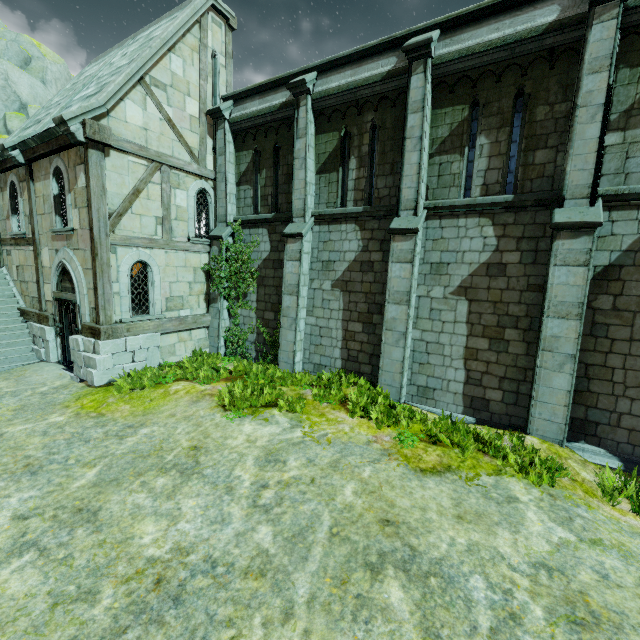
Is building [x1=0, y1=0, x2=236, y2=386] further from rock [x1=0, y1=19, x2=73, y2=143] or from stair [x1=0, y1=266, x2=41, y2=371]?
rock [x1=0, y1=19, x2=73, y2=143]

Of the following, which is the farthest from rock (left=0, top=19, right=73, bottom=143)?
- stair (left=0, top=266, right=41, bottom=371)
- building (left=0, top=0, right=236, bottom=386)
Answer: building (left=0, top=0, right=236, bottom=386)

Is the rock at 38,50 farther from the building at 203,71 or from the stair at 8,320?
the building at 203,71

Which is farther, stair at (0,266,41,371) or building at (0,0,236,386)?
stair at (0,266,41,371)

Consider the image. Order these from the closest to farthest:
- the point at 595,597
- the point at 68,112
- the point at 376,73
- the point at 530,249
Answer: the point at 595,597 < the point at 530,249 < the point at 68,112 < the point at 376,73

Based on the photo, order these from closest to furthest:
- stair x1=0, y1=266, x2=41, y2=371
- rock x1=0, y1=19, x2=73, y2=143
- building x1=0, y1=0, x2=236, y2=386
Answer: building x1=0, y1=0, x2=236, y2=386, stair x1=0, y1=266, x2=41, y2=371, rock x1=0, y1=19, x2=73, y2=143
